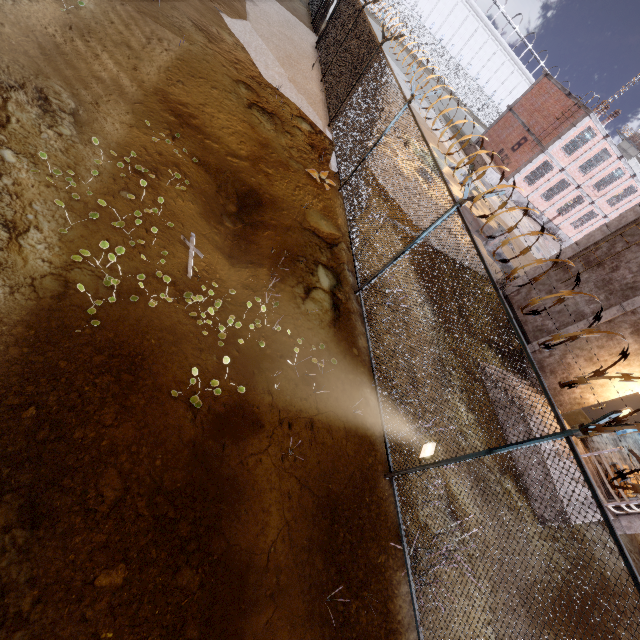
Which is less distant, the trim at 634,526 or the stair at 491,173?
the trim at 634,526

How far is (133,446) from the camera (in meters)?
3.37

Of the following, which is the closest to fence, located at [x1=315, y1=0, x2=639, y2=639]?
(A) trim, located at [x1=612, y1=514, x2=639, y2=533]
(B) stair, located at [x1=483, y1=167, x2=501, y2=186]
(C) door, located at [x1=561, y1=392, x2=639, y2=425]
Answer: (A) trim, located at [x1=612, y1=514, x2=639, y2=533]

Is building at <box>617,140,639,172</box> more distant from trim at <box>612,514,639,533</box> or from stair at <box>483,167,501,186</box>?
trim at <box>612,514,639,533</box>

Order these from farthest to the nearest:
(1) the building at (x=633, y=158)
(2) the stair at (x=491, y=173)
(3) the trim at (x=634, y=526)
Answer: (1) the building at (x=633, y=158) < (2) the stair at (x=491, y=173) < (3) the trim at (x=634, y=526)

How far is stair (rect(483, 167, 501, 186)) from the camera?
25.72m

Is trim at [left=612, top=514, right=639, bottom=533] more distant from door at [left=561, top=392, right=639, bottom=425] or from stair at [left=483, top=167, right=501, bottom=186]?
stair at [left=483, top=167, right=501, bottom=186]

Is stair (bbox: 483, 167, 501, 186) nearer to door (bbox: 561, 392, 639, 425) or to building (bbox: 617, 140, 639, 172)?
door (bbox: 561, 392, 639, 425)
